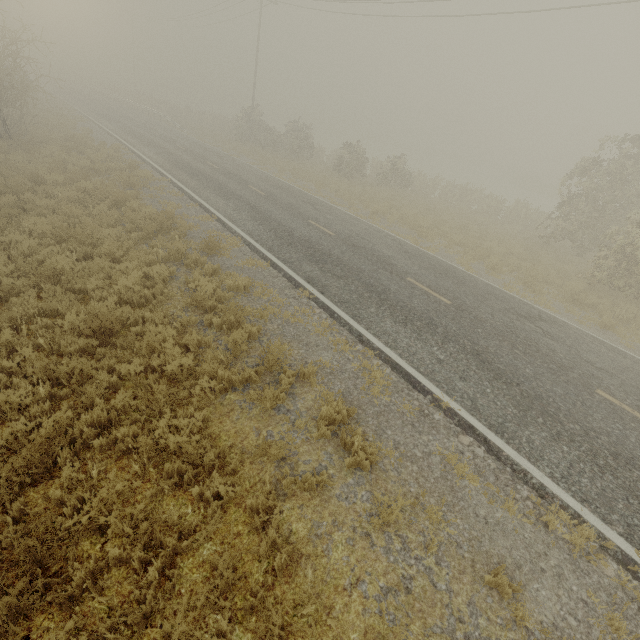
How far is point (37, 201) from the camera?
11.12m
